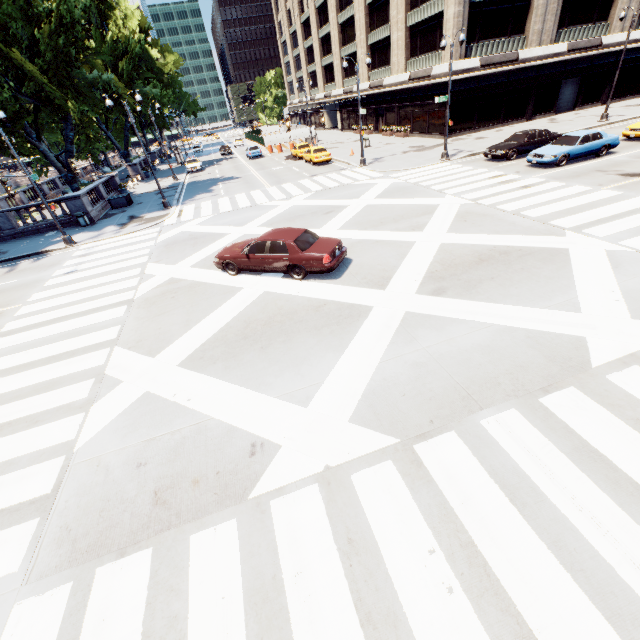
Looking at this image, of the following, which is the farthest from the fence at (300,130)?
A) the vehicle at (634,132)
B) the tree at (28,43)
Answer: the vehicle at (634,132)

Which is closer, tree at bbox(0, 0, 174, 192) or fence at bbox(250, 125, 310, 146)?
tree at bbox(0, 0, 174, 192)

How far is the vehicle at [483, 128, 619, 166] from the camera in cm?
1845

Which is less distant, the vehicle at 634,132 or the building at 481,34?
the vehicle at 634,132

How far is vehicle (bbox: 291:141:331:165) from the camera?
30.9 meters

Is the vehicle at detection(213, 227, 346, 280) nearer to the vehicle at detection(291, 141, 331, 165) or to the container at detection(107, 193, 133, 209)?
the container at detection(107, 193, 133, 209)

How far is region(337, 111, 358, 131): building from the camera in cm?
5050

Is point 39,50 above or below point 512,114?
above
